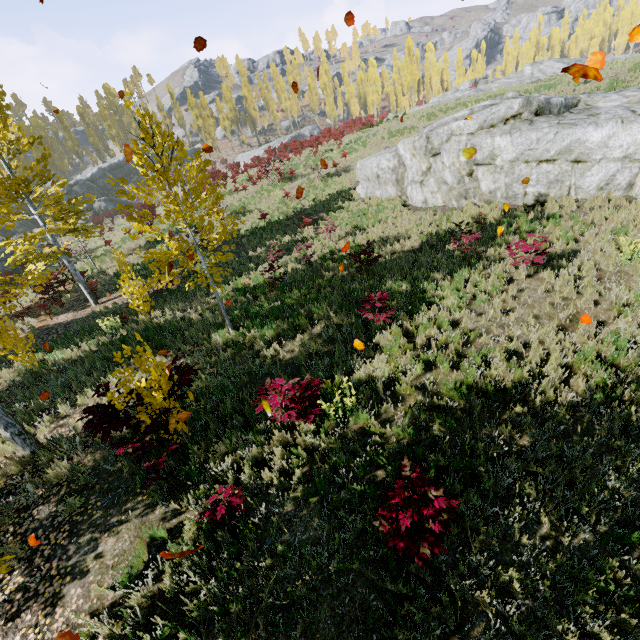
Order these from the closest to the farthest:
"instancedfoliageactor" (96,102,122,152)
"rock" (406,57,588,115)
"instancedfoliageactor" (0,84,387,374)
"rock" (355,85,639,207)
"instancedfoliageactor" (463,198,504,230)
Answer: "instancedfoliageactor" (0,84,387,374) < "rock" (355,85,639,207) < "instancedfoliageactor" (463,198,504,230) < "rock" (406,57,588,115) < "instancedfoliageactor" (96,102,122,152)

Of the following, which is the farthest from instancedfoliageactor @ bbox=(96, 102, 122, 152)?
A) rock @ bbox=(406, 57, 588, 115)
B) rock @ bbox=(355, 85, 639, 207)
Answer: rock @ bbox=(355, 85, 639, 207)

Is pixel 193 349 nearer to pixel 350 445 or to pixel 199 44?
pixel 350 445

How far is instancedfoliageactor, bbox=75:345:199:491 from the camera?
5.2m

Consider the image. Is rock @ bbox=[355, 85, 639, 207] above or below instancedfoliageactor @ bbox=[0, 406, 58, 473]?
above

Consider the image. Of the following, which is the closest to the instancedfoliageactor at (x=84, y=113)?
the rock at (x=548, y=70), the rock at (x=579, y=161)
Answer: the rock at (x=548, y=70)
